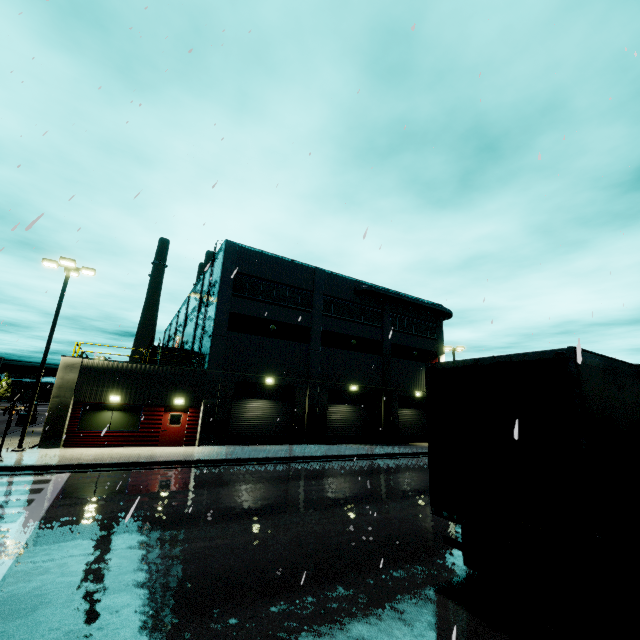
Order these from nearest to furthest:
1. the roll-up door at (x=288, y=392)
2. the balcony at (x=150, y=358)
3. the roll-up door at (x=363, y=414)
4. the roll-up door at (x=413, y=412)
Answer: the balcony at (x=150, y=358), the roll-up door at (x=288, y=392), the roll-up door at (x=363, y=414), the roll-up door at (x=413, y=412)

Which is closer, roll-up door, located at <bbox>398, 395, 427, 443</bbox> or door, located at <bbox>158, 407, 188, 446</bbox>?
door, located at <bbox>158, 407, 188, 446</bbox>

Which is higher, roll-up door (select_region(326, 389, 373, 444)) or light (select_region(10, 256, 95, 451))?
light (select_region(10, 256, 95, 451))

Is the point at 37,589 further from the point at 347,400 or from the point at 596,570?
the point at 347,400

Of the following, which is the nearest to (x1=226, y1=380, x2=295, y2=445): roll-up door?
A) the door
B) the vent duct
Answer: the vent duct

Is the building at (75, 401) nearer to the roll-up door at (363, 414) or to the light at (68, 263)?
the roll-up door at (363, 414)

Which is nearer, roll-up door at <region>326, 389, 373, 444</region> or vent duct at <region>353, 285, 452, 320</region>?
roll-up door at <region>326, 389, 373, 444</region>

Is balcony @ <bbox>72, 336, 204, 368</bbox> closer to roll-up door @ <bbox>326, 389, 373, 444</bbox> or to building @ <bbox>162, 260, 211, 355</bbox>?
building @ <bbox>162, 260, 211, 355</bbox>
